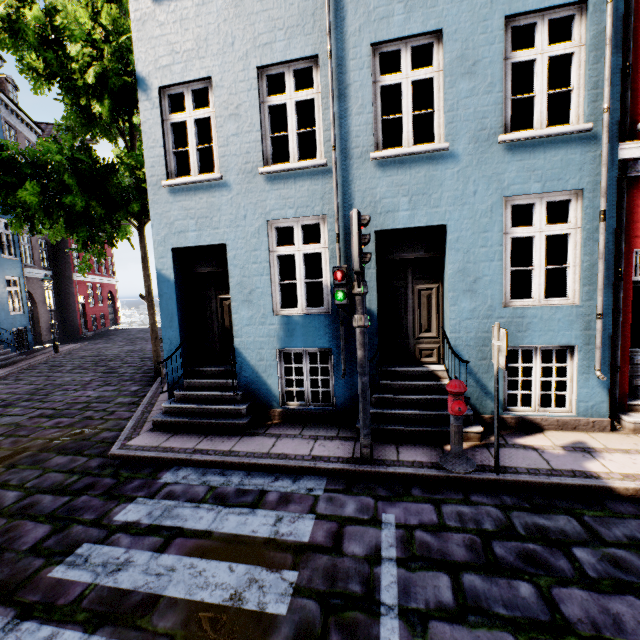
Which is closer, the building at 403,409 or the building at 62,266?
the building at 403,409

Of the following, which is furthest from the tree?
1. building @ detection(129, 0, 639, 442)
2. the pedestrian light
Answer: the pedestrian light

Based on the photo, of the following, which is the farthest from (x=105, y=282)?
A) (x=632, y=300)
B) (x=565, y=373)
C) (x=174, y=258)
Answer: (x=632, y=300)

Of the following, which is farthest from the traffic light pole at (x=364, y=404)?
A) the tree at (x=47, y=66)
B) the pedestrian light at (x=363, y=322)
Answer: the tree at (x=47, y=66)

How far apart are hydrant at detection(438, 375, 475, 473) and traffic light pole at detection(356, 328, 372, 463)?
0.89m

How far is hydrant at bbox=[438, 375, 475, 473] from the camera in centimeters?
421cm

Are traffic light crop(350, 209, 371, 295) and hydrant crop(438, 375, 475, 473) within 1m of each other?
no

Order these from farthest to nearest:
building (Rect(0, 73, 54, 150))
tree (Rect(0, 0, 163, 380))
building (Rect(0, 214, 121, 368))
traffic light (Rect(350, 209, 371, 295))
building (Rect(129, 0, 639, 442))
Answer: building (Rect(0, 73, 54, 150)) → building (Rect(0, 214, 121, 368)) → tree (Rect(0, 0, 163, 380)) → building (Rect(129, 0, 639, 442)) → traffic light (Rect(350, 209, 371, 295))
